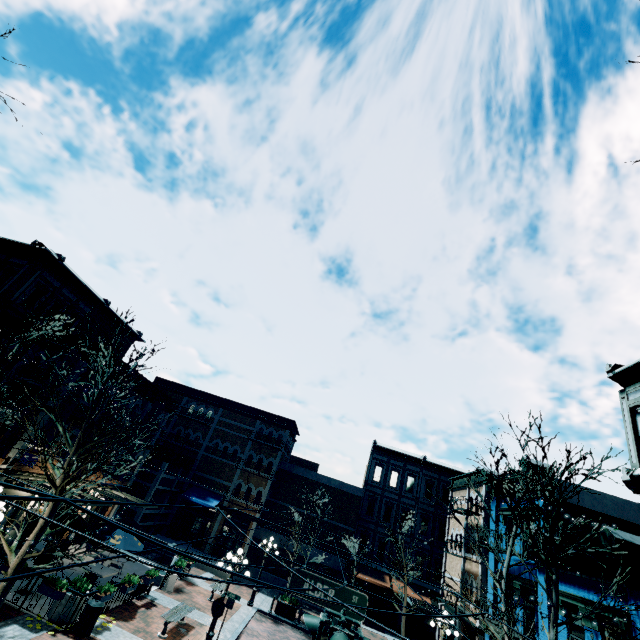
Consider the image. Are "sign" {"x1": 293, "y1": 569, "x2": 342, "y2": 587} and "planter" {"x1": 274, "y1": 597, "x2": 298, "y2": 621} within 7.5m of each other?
no

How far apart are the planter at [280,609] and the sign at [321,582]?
17.60m

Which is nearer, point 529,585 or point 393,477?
point 529,585

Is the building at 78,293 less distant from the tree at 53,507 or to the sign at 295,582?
the tree at 53,507

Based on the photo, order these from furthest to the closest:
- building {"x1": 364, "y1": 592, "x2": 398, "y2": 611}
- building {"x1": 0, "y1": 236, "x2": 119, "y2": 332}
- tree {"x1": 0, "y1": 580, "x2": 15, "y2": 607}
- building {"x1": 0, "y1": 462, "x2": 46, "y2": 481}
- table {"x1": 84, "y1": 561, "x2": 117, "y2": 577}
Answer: building {"x1": 364, "y1": 592, "x2": 398, "y2": 611} < building {"x1": 0, "y1": 236, "x2": 119, "y2": 332} < table {"x1": 84, "y1": 561, "x2": 117, "y2": 577} < building {"x1": 0, "y1": 462, "x2": 46, "y2": 481} < tree {"x1": 0, "y1": 580, "x2": 15, "y2": 607}

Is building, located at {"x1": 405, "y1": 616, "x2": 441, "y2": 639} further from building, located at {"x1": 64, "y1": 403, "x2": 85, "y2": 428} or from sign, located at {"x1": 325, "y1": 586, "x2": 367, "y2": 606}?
sign, located at {"x1": 325, "y1": 586, "x2": 367, "y2": 606}

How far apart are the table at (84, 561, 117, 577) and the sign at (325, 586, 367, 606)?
12.76m

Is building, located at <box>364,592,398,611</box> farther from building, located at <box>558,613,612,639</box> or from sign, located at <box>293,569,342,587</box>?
sign, located at <box>293,569,342,587</box>
